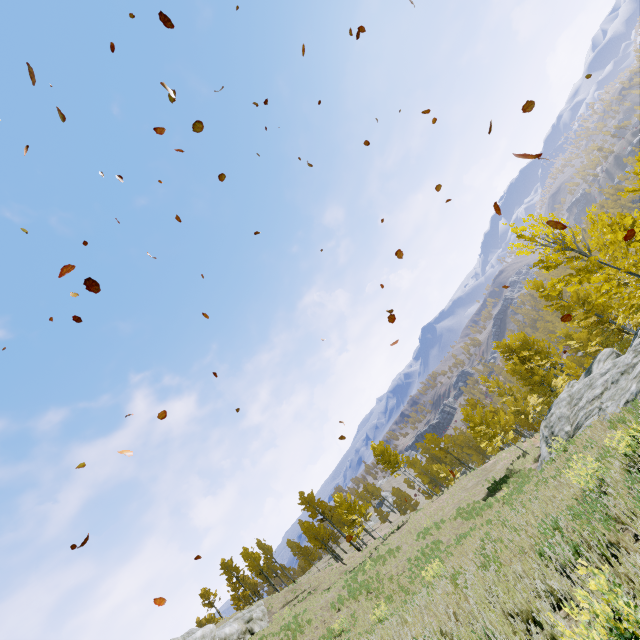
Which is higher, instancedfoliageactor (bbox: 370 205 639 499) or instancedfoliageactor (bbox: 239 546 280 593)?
instancedfoliageactor (bbox: 239 546 280 593)

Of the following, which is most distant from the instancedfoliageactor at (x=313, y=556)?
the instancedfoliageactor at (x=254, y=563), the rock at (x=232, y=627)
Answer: the instancedfoliageactor at (x=254, y=563)

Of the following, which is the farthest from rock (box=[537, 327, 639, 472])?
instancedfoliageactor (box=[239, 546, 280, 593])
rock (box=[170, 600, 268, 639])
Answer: instancedfoliageactor (box=[239, 546, 280, 593])

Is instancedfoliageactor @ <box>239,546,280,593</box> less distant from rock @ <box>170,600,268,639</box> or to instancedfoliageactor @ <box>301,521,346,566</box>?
rock @ <box>170,600,268,639</box>

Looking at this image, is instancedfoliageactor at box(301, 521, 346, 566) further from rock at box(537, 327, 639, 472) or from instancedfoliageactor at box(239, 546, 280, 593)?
instancedfoliageactor at box(239, 546, 280, 593)

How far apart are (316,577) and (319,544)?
5.05m

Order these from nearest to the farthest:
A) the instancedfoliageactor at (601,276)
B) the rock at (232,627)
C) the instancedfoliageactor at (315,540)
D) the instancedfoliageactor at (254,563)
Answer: the instancedfoliageactor at (601,276), the rock at (232,627), the instancedfoliageactor at (315,540), the instancedfoliageactor at (254,563)

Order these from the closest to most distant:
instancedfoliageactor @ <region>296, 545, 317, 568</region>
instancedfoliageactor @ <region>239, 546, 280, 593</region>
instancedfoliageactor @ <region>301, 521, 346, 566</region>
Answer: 1. instancedfoliageactor @ <region>301, 521, 346, 566</region>
2. instancedfoliageactor @ <region>239, 546, 280, 593</region>
3. instancedfoliageactor @ <region>296, 545, 317, 568</region>
